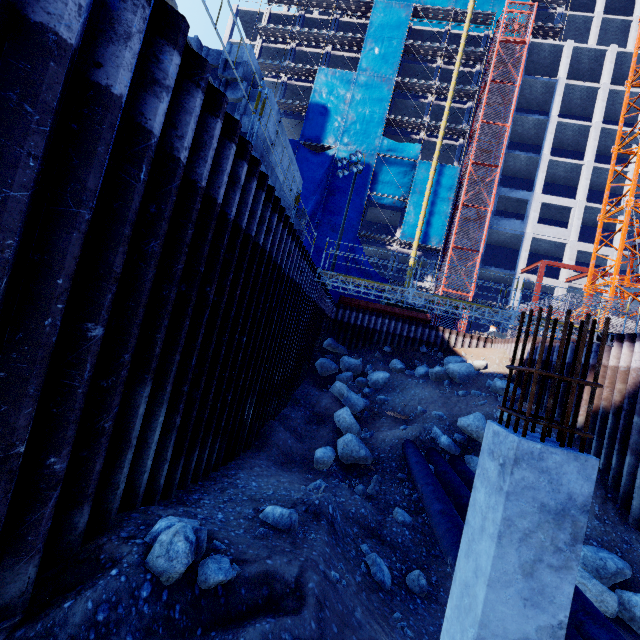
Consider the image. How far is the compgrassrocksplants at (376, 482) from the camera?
10.15m

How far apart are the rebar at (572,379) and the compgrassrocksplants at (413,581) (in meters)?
5.72

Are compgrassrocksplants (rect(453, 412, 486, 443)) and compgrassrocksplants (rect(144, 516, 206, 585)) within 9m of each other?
no

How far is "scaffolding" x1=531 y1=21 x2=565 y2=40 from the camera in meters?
34.5 m

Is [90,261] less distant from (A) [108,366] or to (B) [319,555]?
(A) [108,366]

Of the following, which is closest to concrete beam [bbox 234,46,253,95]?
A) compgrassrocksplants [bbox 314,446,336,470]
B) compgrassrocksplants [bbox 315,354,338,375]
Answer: compgrassrocksplants [bbox 314,446,336,470]

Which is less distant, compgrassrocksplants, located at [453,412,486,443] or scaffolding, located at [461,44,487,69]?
compgrassrocksplants, located at [453,412,486,443]

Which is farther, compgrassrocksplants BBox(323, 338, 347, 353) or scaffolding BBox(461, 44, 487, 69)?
scaffolding BBox(461, 44, 487, 69)
